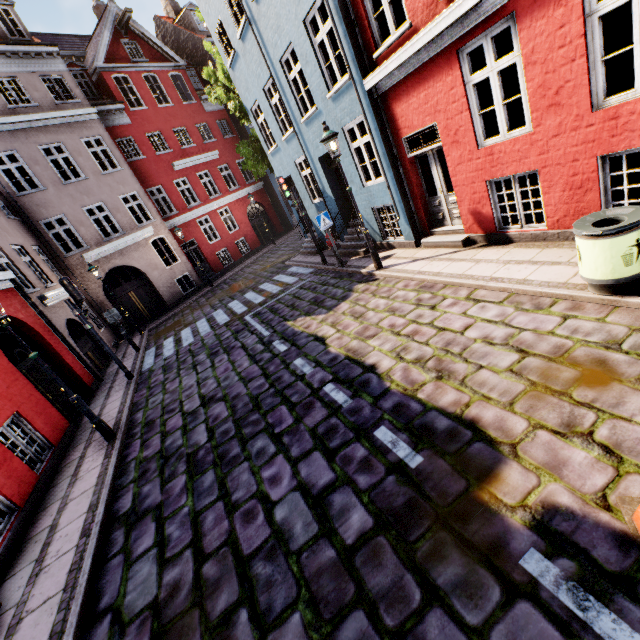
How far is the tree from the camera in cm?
1630

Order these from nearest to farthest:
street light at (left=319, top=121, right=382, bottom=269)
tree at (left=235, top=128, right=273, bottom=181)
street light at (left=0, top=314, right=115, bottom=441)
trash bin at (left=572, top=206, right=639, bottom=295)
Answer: trash bin at (left=572, top=206, right=639, bottom=295) < street light at (left=0, top=314, right=115, bottom=441) < street light at (left=319, top=121, right=382, bottom=269) < tree at (left=235, top=128, right=273, bottom=181)

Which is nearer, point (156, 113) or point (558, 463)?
point (558, 463)

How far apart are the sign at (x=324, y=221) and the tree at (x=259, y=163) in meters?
8.9

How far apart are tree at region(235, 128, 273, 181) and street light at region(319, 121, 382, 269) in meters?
10.4

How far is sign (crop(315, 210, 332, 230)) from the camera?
10.17m

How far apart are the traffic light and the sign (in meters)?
7.30

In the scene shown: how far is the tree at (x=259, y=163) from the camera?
16.30m
